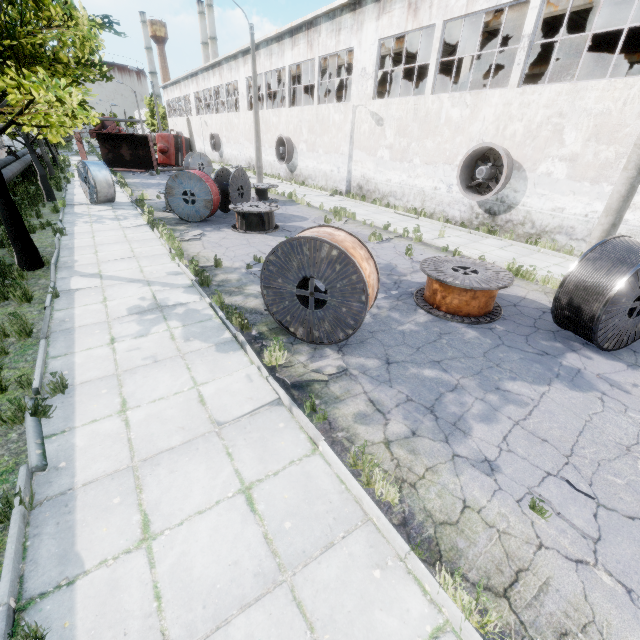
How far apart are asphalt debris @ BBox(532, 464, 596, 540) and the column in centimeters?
1801cm

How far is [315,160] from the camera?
23.72m

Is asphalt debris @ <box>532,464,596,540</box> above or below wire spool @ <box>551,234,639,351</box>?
below

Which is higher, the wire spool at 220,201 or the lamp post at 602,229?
the lamp post at 602,229

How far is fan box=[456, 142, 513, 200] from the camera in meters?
12.7 m

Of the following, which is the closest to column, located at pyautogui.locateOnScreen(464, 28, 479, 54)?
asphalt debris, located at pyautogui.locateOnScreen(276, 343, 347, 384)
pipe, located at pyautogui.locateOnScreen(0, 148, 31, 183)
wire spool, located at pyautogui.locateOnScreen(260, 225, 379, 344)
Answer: wire spool, located at pyautogui.locateOnScreen(260, 225, 379, 344)

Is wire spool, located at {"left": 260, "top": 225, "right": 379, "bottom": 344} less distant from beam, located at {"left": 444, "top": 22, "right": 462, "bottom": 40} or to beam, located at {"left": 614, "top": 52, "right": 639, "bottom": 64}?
beam, located at {"left": 444, "top": 22, "right": 462, "bottom": 40}

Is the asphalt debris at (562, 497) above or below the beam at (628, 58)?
below
